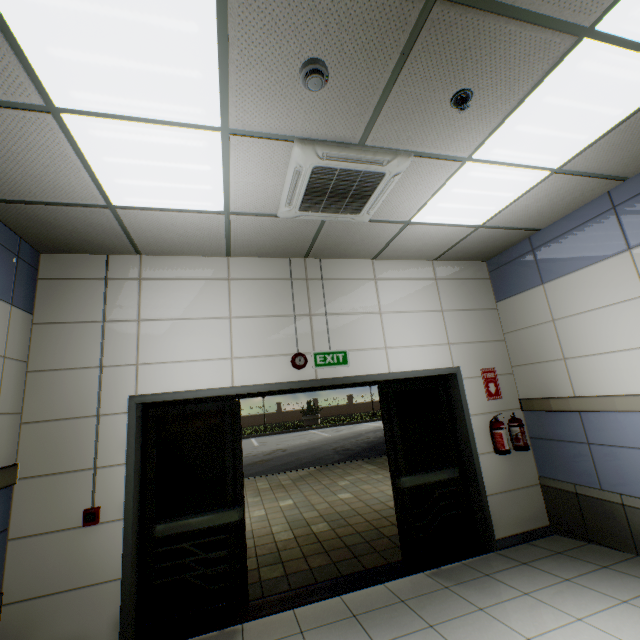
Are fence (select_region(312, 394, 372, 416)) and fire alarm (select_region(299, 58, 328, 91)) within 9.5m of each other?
no

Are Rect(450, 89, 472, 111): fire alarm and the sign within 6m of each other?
yes

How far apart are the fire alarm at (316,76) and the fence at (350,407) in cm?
3473

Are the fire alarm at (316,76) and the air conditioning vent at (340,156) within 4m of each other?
yes

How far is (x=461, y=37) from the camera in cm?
178

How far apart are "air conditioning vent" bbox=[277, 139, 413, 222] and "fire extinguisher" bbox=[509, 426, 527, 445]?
3.3m

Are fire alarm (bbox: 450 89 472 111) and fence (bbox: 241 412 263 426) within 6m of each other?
no

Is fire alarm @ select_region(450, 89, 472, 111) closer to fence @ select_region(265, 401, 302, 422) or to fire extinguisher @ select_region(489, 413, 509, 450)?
fire extinguisher @ select_region(489, 413, 509, 450)
